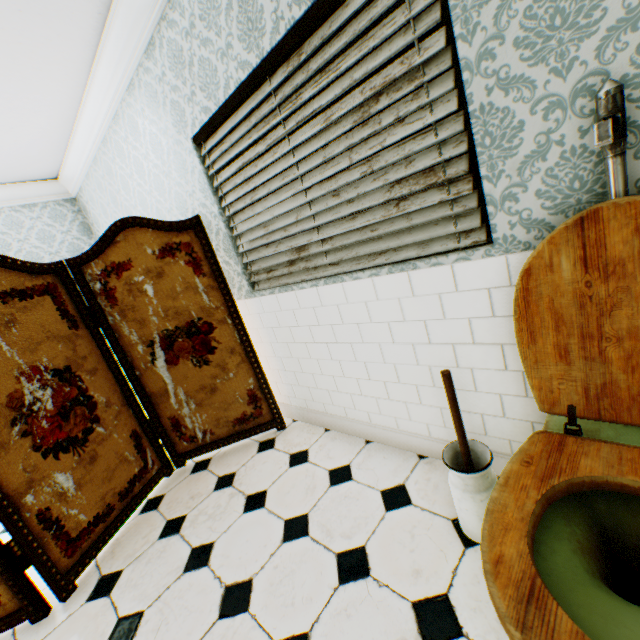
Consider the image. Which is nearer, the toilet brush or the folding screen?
the toilet brush

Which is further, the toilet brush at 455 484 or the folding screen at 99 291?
the folding screen at 99 291

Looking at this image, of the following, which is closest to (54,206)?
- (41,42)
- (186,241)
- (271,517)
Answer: (41,42)

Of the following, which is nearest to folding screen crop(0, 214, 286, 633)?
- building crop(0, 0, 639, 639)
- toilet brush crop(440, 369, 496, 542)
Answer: building crop(0, 0, 639, 639)

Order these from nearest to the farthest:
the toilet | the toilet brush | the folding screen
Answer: the toilet, the toilet brush, the folding screen

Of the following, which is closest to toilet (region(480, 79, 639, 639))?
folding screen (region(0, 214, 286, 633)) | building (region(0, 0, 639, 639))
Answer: building (region(0, 0, 639, 639))

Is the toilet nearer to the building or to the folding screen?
the building

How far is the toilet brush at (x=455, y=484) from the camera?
1.30m
